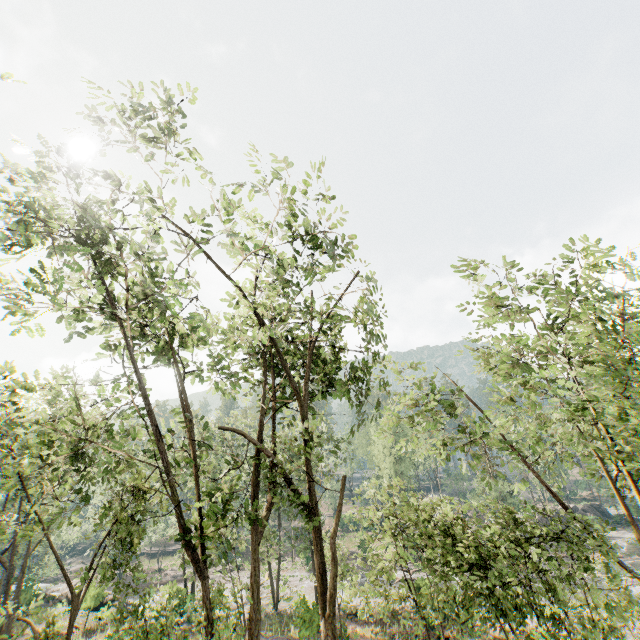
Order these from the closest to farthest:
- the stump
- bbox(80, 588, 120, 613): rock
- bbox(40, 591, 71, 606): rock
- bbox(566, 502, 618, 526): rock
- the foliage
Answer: the foliage < the stump < bbox(80, 588, 120, 613): rock < bbox(40, 591, 71, 606): rock < bbox(566, 502, 618, 526): rock

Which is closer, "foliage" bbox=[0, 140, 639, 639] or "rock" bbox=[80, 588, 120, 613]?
"foliage" bbox=[0, 140, 639, 639]

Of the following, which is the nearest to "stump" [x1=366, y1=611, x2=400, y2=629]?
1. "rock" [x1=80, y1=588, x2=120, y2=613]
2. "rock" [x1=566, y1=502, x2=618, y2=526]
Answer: "rock" [x1=566, y1=502, x2=618, y2=526]

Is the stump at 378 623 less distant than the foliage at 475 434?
No

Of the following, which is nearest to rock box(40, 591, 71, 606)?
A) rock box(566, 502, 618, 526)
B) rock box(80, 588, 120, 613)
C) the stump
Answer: rock box(80, 588, 120, 613)

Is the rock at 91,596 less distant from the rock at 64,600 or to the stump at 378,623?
the rock at 64,600

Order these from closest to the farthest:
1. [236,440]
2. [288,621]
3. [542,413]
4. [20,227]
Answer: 1. [20,227]
2. [542,413]
3. [288,621]
4. [236,440]

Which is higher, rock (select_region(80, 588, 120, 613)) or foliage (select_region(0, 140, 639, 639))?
foliage (select_region(0, 140, 639, 639))
